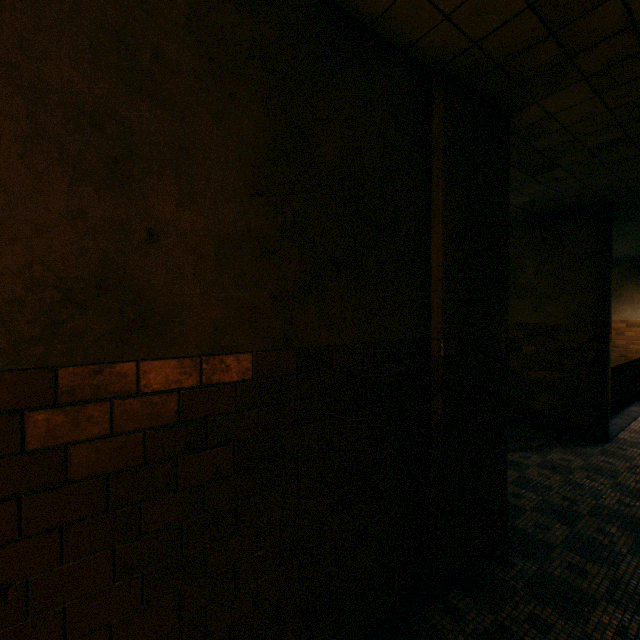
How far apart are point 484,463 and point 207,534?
2.38m
